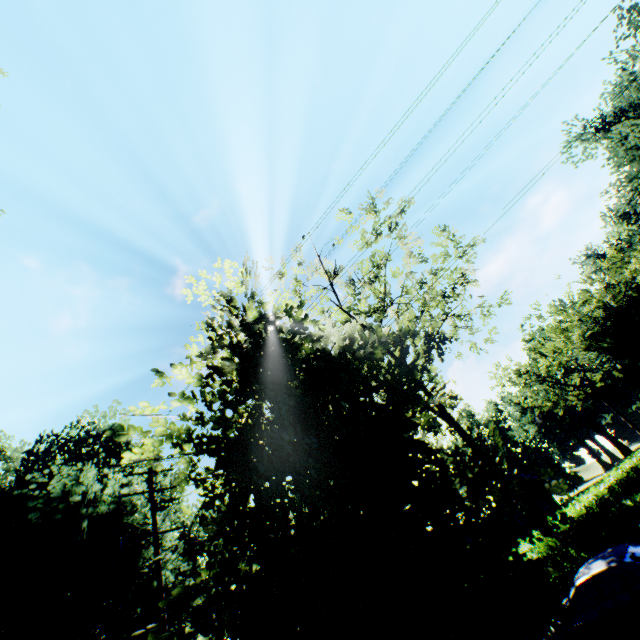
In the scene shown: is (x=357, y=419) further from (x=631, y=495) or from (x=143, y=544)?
(x=631, y=495)

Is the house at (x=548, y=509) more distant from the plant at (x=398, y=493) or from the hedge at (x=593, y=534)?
the plant at (x=398, y=493)

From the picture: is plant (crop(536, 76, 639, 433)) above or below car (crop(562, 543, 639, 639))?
above

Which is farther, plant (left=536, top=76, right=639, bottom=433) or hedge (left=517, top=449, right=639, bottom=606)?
plant (left=536, top=76, right=639, bottom=433)

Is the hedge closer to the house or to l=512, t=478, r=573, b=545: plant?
the house

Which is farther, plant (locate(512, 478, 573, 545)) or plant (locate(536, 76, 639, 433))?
plant (locate(536, 76, 639, 433))

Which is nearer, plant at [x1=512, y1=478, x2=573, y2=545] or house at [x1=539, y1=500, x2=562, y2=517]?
plant at [x1=512, y1=478, x2=573, y2=545]

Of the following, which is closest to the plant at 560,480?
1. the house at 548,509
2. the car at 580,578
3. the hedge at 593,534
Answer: the car at 580,578
